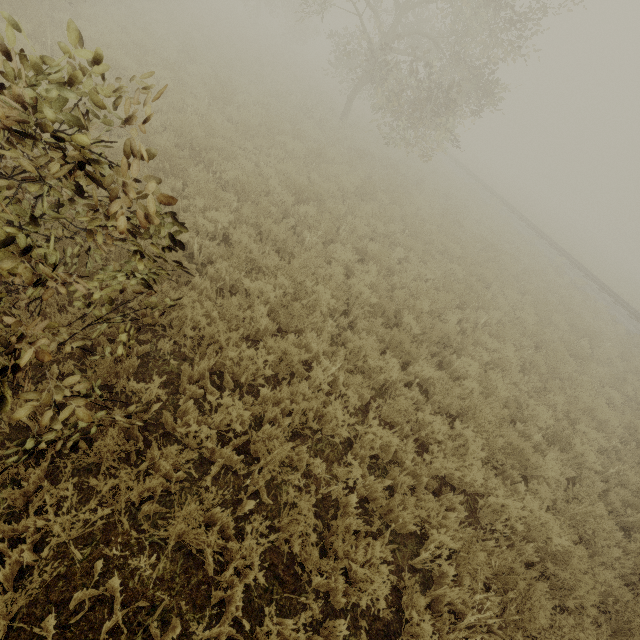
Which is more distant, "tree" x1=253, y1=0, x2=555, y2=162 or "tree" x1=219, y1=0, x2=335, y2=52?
"tree" x1=219, y1=0, x2=335, y2=52

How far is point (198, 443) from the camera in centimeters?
352cm

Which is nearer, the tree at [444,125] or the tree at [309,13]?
the tree at [444,125]
